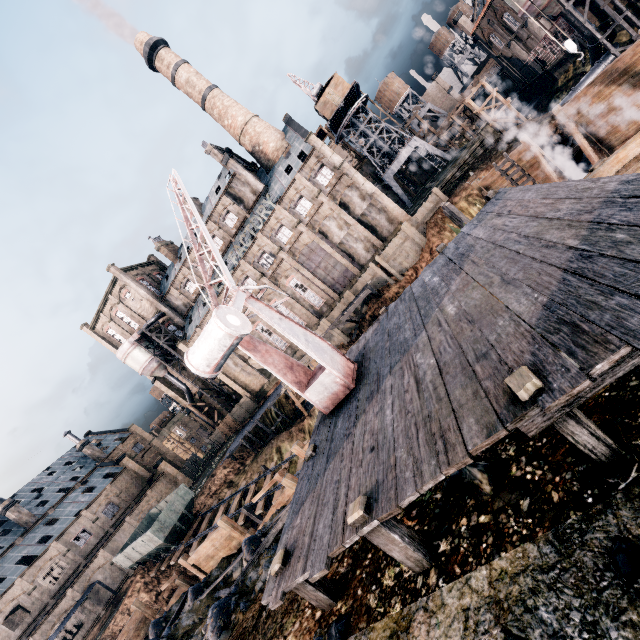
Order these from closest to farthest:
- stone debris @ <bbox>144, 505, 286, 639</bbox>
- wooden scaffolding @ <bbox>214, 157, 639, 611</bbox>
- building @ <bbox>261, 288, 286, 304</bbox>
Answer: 1. wooden scaffolding @ <bbox>214, 157, 639, 611</bbox>
2. stone debris @ <bbox>144, 505, 286, 639</bbox>
3. building @ <bbox>261, 288, 286, 304</bbox>

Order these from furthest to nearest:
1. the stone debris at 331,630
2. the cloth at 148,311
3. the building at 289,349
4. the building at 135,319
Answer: the cloth at 148,311
the building at 135,319
the building at 289,349
the stone debris at 331,630

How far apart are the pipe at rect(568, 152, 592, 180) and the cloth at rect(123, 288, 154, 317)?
56.8m

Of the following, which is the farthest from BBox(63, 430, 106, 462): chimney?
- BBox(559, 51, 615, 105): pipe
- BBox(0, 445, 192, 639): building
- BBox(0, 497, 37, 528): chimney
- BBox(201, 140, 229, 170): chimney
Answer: BBox(559, 51, 615, 105): pipe

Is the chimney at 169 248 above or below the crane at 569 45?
above

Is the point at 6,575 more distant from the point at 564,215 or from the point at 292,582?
the point at 564,215

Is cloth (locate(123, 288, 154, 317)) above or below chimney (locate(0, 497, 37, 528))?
above

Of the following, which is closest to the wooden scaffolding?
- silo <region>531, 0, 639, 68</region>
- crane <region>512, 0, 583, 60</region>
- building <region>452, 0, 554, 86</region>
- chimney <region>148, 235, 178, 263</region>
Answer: crane <region>512, 0, 583, 60</region>
